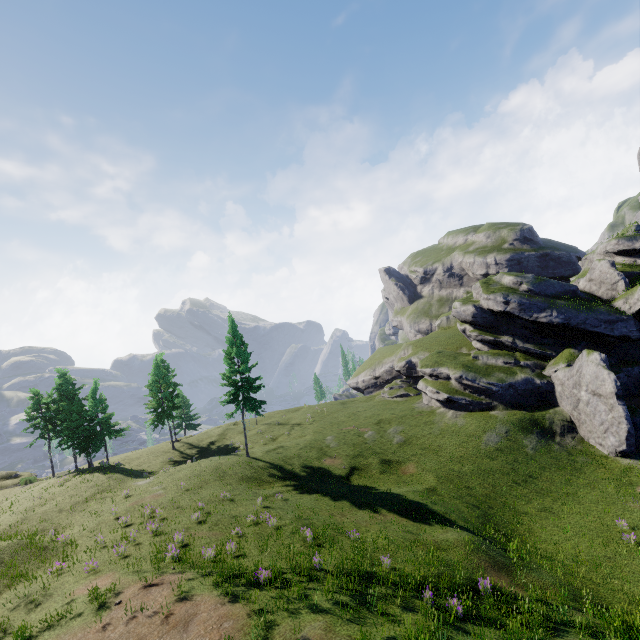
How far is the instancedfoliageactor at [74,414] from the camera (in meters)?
38.31

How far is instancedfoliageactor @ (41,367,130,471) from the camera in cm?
3831

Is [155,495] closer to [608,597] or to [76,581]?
[76,581]
